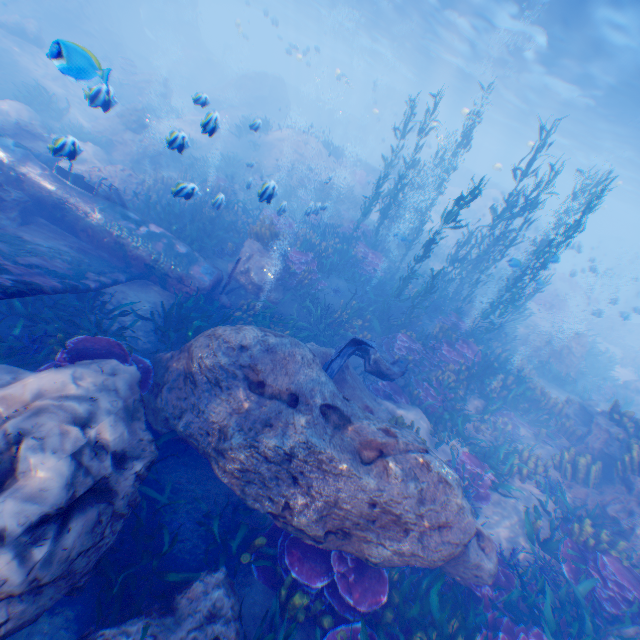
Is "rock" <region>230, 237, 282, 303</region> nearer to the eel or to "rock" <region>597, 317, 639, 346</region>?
the eel

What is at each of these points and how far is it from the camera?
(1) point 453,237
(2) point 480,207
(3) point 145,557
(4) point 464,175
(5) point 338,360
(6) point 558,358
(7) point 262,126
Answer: (1) rock, 28.70m
(2) rock, 34.47m
(3) instancedfoliageactor, 4.32m
(4) submarine, 40.50m
(5) eel, 7.55m
(6) rock, 17.27m
(7) instancedfoliageactor, 22.27m

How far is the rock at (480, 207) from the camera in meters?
30.2

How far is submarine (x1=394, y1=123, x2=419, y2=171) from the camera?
27.63m

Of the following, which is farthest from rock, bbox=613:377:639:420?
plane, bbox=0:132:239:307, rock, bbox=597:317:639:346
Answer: rock, bbox=597:317:639:346

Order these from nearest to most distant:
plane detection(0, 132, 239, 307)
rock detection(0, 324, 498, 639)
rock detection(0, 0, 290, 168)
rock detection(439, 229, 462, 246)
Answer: rock detection(0, 324, 498, 639)
plane detection(0, 132, 239, 307)
rock detection(0, 0, 290, 168)
rock detection(439, 229, 462, 246)

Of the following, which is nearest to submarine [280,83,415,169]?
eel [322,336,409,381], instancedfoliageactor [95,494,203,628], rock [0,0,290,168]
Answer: rock [0,0,290,168]

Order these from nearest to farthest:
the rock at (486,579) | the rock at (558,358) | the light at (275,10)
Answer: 1. the rock at (486,579)
2. the light at (275,10)
3. the rock at (558,358)
